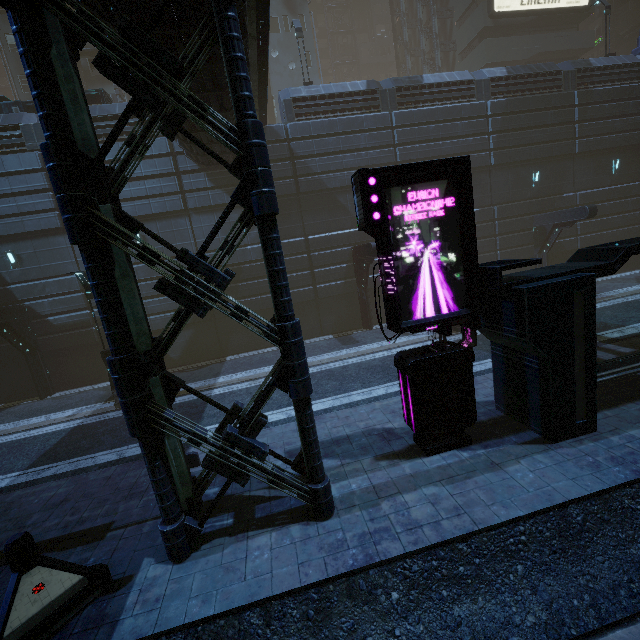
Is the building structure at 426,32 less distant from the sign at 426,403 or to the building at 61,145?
the building at 61,145

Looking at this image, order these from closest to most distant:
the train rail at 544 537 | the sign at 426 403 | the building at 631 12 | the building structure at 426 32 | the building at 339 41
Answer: the train rail at 544 537 < the sign at 426 403 < the building structure at 426 32 < the building at 631 12 < the building at 339 41

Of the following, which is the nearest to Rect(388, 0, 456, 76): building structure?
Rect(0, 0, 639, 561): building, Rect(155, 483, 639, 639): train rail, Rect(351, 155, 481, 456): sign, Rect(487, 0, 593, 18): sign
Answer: Rect(0, 0, 639, 561): building

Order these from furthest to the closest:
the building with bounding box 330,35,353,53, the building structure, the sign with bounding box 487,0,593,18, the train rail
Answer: the building with bounding box 330,35,353,53 → the building structure → the sign with bounding box 487,0,593,18 → the train rail

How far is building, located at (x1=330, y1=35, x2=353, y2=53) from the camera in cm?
5238

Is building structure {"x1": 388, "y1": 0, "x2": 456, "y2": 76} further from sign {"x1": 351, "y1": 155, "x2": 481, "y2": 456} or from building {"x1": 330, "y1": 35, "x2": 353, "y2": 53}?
sign {"x1": 351, "y1": 155, "x2": 481, "y2": 456}

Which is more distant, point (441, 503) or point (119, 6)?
point (119, 6)

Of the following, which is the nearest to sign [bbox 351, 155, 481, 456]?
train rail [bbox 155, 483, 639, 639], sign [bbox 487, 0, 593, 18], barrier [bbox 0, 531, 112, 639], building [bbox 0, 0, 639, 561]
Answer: building [bbox 0, 0, 639, 561]
